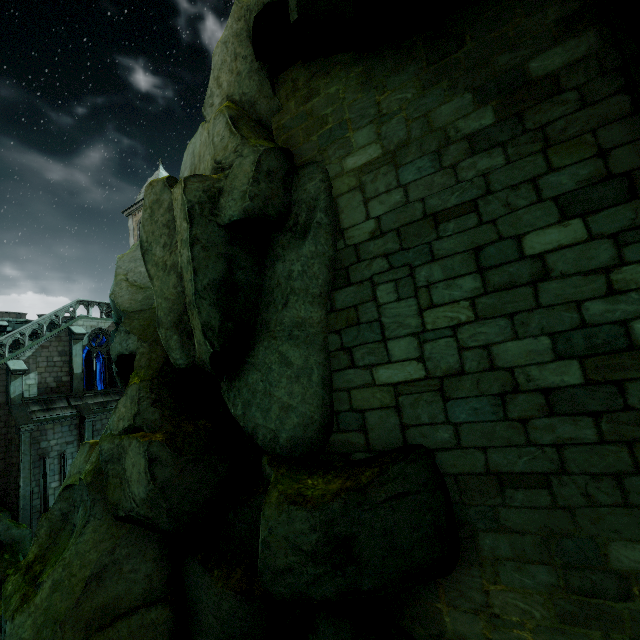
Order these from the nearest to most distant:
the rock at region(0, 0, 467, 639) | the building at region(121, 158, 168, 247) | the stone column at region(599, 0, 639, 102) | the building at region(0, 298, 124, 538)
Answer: the stone column at region(599, 0, 639, 102) → the rock at region(0, 0, 467, 639) → the building at region(0, 298, 124, 538) → the building at region(121, 158, 168, 247)

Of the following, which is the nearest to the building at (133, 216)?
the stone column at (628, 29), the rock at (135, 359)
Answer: the rock at (135, 359)

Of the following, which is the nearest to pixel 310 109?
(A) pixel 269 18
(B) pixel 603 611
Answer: (A) pixel 269 18

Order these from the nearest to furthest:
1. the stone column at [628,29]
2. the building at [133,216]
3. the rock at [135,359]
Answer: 1. the stone column at [628,29]
2. the rock at [135,359]
3. the building at [133,216]

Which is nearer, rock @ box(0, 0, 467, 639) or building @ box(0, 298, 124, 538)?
rock @ box(0, 0, 467, 639)

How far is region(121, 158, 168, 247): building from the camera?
32.4 meters

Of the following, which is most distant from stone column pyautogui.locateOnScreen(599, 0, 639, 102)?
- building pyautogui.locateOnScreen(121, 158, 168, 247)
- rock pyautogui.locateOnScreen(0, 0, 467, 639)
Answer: building pyautogui.locateOnScreen(121, 158, 168, 247)

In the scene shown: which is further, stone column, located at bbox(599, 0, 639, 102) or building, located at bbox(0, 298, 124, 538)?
building, located at bbox(0, 298, 124, 538)
